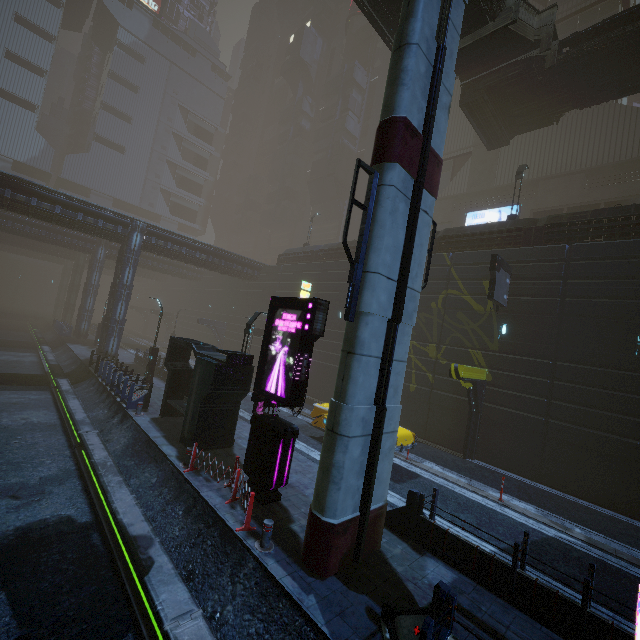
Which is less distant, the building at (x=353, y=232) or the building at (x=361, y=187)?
the building at (x=353, y=232)

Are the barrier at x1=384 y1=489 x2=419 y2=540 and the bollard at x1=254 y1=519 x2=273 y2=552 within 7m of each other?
yes

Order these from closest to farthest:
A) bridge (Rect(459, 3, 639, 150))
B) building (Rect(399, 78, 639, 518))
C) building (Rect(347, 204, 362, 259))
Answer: building (Rect(399, 78, 639, 518)) < bridge (Rect(459, 3, 639, 150)) < building (Rect(347, 204, 362, 259))

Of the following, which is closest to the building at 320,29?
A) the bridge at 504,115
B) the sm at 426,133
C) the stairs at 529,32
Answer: the sm at 426,133

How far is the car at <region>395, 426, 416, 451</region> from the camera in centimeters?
1315cm

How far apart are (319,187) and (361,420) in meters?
49.3

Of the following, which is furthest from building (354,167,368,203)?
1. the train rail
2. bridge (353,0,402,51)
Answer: bridge (353,0,402,51)

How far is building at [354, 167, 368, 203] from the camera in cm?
4850
